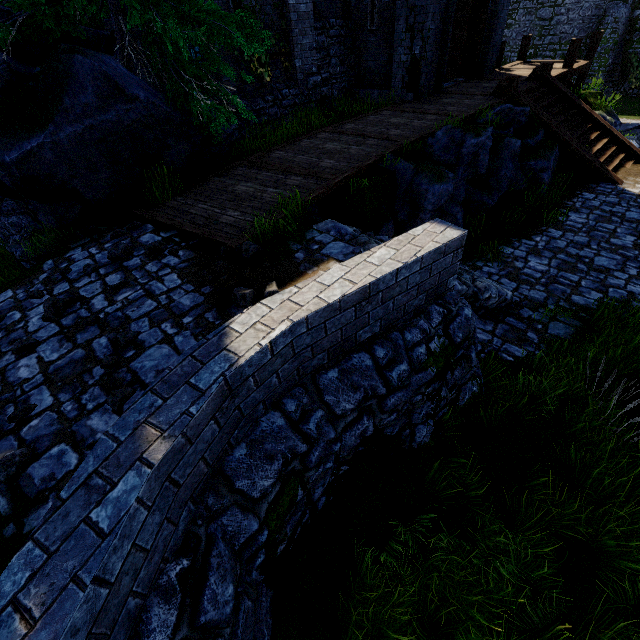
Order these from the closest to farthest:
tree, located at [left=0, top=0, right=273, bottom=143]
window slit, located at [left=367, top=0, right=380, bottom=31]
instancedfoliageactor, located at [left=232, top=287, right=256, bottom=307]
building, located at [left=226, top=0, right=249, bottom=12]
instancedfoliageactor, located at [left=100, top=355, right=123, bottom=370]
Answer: instancedfoliageactor, located at [left=100, top=355, right=123, bottom=370] < instancedfoliageactor, located at [left=232, top=287, right=256, bottom=307] < tree, located at [left=0, top=0, right=273, bottom=143] < building, located at [left=226, top=0, right=249, bottom=12] < window slit, located at [left=367, top=0, right=380, bottom=31]

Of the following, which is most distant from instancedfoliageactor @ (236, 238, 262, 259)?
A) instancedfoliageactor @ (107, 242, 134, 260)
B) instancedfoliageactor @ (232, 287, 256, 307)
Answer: instancedfoliageactor @ (107, 242, 134, 260)

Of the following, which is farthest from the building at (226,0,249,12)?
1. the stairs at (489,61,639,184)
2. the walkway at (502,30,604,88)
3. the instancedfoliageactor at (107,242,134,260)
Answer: the instancedfoliageactor at (107,242,134,260)

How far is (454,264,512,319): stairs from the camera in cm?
489

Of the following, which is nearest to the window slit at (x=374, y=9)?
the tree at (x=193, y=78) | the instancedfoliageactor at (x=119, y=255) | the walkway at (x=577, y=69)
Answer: the tree at (x=193, y=78)

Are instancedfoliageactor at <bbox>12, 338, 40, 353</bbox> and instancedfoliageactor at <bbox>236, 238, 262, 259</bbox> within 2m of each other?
no

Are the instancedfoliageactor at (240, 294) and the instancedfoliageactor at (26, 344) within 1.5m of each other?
no

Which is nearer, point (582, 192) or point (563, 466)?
point (563, 466)
